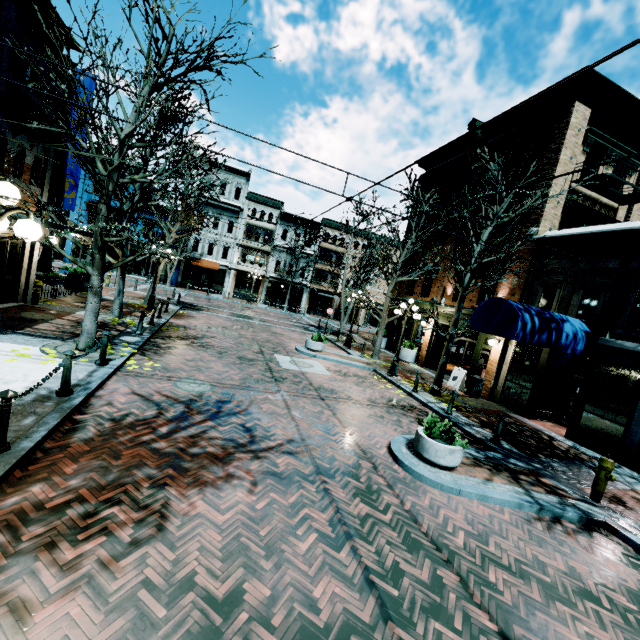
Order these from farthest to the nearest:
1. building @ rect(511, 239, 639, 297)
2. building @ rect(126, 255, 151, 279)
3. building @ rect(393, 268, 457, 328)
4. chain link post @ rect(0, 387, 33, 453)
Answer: building @ rect(126, 255, 151, 279) < building @ rect(393, 268, 457, 328) < building @ rect(511, 239, 639, 297) < chain link post @ rect(0, 387, 33, 453)

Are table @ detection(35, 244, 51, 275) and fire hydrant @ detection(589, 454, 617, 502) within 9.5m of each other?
no

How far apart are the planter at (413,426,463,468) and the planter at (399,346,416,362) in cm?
1217

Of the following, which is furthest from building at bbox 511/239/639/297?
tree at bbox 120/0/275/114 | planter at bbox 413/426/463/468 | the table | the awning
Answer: planter at bbox 413/426/463/468

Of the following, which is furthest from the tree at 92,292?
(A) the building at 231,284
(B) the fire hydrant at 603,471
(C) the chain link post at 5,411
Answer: (A) the building at 231,284

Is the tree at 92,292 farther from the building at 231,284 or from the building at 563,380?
the building at 231,284

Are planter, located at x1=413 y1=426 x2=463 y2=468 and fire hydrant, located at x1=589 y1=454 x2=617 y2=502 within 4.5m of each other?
yes

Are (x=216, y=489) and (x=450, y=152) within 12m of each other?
no
